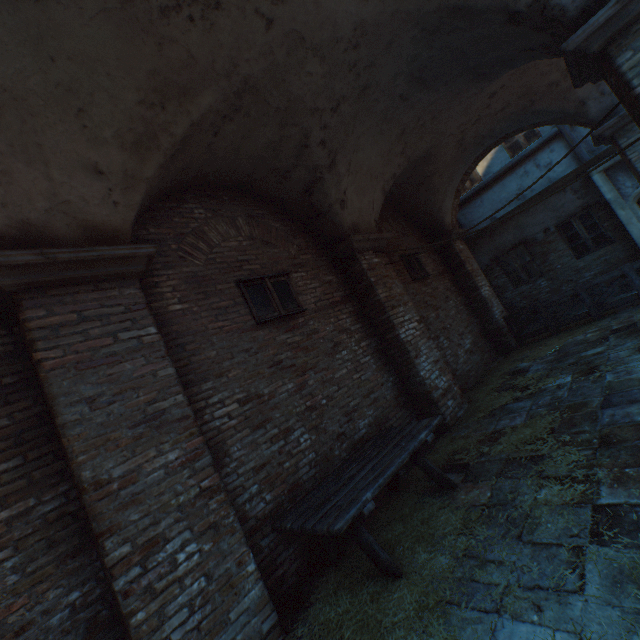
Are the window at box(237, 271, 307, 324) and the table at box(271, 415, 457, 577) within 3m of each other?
yes

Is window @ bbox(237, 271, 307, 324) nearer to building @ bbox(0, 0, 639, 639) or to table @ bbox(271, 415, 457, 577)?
table @ bbox(271, 415, 457, 577)

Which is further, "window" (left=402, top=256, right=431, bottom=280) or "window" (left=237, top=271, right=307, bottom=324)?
"window" (left=402, top=256, right=431, bottom=280)

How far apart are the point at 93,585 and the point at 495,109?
10.1m

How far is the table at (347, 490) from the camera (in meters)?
2.95

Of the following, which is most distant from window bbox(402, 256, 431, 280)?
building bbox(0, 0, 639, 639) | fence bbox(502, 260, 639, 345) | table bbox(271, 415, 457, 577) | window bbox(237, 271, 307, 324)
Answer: building bbox(0, 0, 639, 639)

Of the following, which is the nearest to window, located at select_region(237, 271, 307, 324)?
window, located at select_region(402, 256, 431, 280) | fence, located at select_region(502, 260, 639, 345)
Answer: window, located at select_region(402, 256, 431, 280)

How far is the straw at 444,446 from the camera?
4.54m
